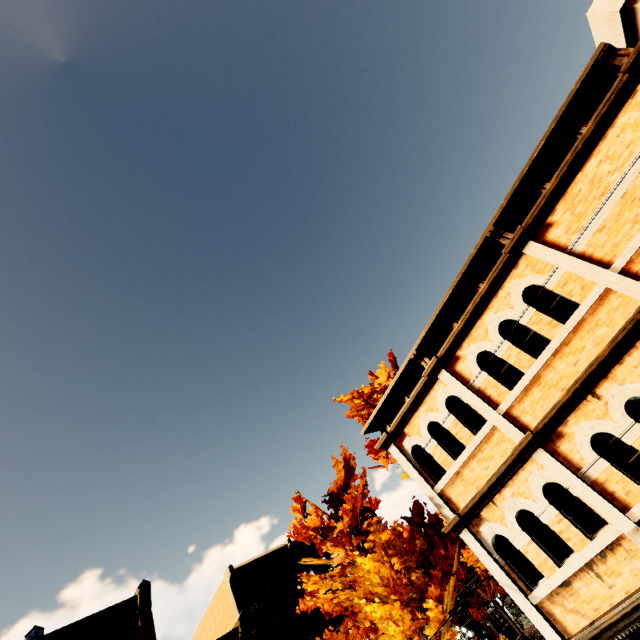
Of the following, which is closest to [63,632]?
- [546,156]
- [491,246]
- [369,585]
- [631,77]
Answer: [369,585]

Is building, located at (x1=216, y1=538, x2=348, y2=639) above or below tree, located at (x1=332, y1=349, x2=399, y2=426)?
below

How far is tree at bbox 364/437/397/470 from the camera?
16.9 meters

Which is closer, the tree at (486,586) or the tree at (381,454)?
the tree at (381,454)

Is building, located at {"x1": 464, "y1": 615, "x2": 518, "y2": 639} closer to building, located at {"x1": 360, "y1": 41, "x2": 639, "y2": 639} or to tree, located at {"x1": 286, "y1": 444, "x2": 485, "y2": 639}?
tree, located at {"x1": 286, "y1": 444, "x2": 485, "y2": 639}

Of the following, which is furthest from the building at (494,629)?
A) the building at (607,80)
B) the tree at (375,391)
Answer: the building at (607,80)

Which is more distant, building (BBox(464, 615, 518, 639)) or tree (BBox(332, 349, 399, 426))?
building (BBox(464, 615, 518, 639))
